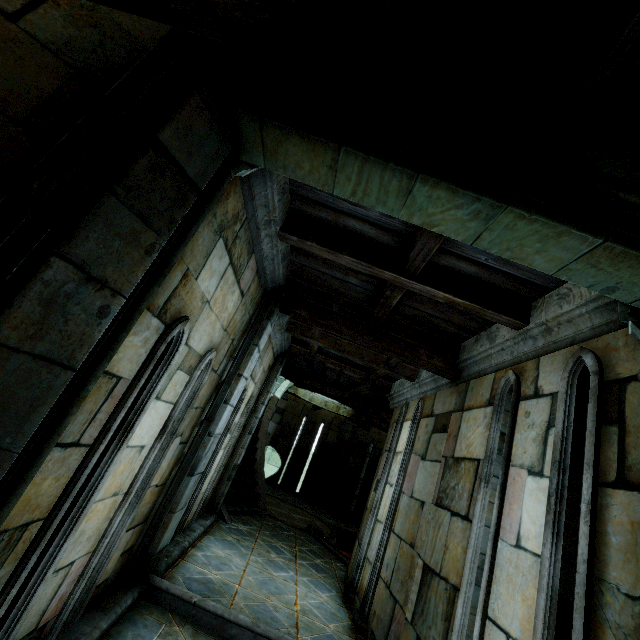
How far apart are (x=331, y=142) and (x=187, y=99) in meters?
0.8

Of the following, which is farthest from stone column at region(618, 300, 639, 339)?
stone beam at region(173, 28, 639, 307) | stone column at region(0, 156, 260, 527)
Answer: stone column at region(0, 156, 260, 527)

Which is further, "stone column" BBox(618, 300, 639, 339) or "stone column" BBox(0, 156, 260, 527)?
"stone column" BBox(618, 300, 639, 339)

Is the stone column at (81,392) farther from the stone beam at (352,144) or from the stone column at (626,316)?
the stone column at (626,316)

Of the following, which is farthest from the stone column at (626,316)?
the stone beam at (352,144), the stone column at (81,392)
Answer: the stone column at (81,392)

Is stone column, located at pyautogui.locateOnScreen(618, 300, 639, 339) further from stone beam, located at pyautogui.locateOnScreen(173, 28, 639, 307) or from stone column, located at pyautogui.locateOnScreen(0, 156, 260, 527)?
stone column, located at pyautogui.locateOnScreen(0, 156, 260, 527)
